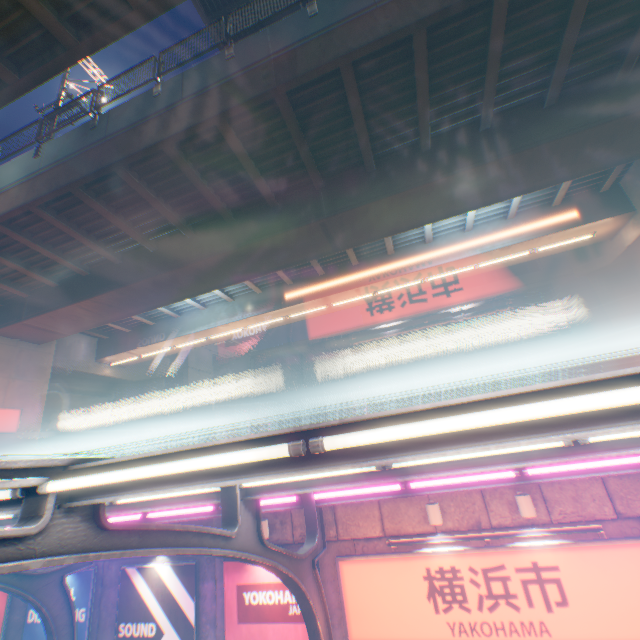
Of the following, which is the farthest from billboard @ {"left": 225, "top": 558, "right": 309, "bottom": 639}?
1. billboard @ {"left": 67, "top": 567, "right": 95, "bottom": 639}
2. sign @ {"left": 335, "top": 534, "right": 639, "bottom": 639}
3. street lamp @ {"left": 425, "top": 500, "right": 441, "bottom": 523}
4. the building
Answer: the building

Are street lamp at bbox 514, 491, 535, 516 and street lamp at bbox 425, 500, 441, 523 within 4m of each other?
yes

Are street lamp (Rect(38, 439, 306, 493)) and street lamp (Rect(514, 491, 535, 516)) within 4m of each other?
no

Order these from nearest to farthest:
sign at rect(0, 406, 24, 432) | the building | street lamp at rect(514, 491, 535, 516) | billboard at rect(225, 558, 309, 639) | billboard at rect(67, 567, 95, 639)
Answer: street lamp at rect(514, 491, 535, 516)
billboard at rect(225, 558, 309, 639)
billboard at rect(67, 567, 95, 639)
sign at rect(0, 406, 24, 432)
the building

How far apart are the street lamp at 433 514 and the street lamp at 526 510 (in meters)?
1.63

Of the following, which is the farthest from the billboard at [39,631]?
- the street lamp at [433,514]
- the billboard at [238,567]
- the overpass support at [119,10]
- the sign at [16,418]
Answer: the street lamp at [433,514]

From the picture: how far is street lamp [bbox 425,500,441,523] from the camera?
7.2 meters

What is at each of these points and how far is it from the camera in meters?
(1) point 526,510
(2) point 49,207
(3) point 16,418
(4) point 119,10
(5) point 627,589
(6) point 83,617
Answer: (1) street lamp, 6.7 m
(2) overpass support, 10.7 m
(3) sign, 14.6 m
(4) overpass support, 6.5 m
(5) sign, 6.0 m
(6) billboard, 9.4 m
